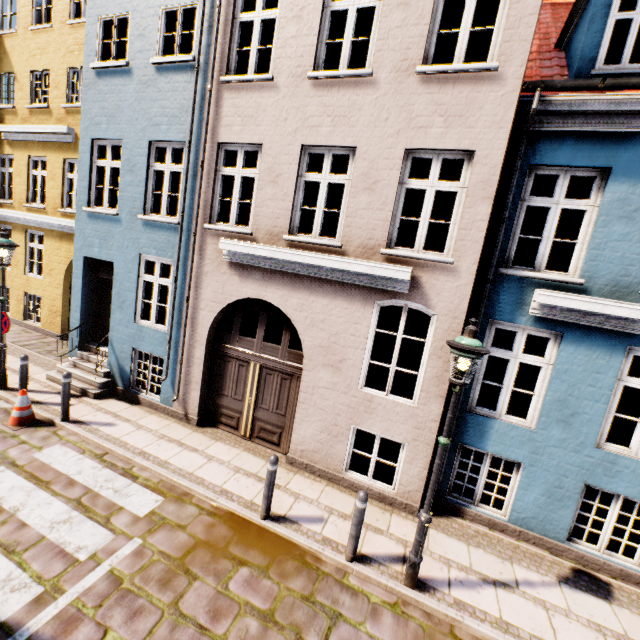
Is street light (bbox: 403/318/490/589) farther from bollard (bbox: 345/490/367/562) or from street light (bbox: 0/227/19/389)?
street light (bbox: 0/227/19/389)

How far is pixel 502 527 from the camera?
5.9m

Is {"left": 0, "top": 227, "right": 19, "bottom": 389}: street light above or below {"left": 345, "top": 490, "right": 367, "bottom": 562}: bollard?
above

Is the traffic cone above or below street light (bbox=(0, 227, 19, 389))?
below

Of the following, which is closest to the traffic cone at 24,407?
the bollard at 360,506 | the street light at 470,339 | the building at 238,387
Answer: the building at 238,387

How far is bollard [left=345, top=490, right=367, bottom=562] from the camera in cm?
464

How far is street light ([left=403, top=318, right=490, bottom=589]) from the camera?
3.93m

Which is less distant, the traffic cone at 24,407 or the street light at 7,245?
the traffic cone at 24,407
